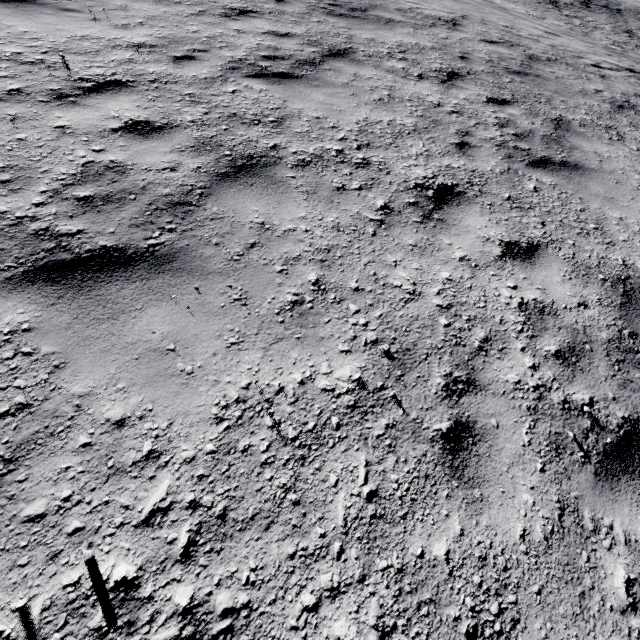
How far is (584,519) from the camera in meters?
1.9 m
